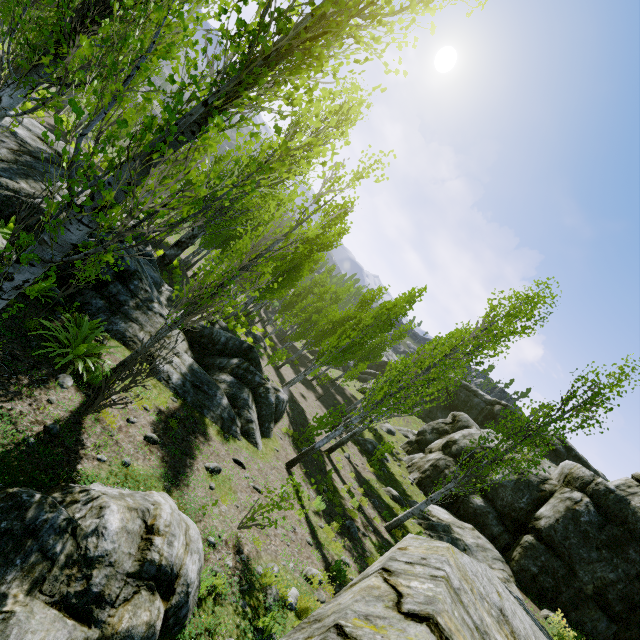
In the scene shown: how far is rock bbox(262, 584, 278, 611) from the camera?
5.3m

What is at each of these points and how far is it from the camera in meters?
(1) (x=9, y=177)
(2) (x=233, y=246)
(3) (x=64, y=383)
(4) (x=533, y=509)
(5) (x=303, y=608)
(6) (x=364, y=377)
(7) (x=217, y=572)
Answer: (1) rock, 11.1 m
(2) instancedfoliageactor, 24.7 m
(3) rock, 6.3 m
(4) rock, 15.6 m
(5) instancedfoliageactor, 5.7 m
(6) rock, 47.1 m
(7) instancedfoliageactor, 5.1 m

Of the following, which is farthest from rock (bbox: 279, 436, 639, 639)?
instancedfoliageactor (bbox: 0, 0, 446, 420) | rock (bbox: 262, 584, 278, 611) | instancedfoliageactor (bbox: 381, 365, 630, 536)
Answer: instancedfoliageactor (bbox: 381, 365, 630, 536)

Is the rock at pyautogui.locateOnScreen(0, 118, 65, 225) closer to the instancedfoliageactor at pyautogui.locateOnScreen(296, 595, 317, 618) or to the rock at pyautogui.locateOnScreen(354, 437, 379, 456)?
the instancedfoliageactor at pyautogui.locateOnScreen(296, 595, 317, 618)

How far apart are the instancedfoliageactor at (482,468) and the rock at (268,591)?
7.7 meters

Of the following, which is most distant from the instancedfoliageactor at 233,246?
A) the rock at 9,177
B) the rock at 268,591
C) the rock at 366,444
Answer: the rock at 268,591

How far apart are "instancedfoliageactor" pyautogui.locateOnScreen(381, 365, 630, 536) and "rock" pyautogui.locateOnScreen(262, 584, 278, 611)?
7.7m

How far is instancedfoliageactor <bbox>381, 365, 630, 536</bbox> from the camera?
10.94m
